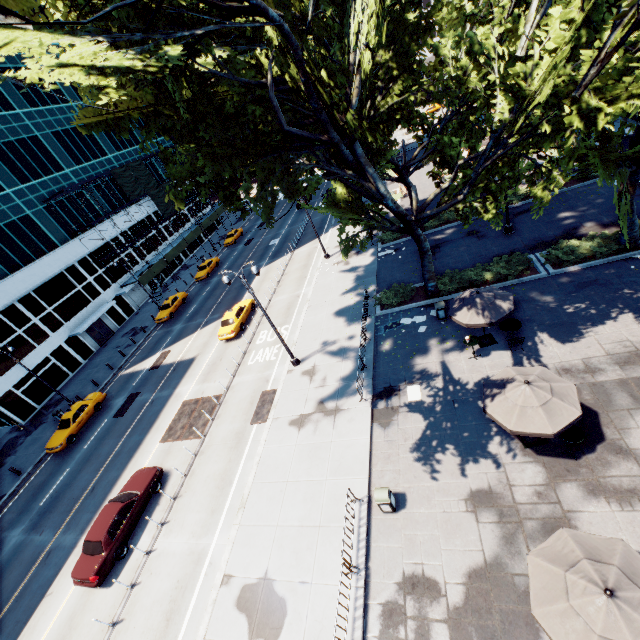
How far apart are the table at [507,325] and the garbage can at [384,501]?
8.9 meters

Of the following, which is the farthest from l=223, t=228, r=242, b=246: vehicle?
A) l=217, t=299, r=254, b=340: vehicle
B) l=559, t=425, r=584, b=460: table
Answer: l=559, t=425, r=584, b=460: table

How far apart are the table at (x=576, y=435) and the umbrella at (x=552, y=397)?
0.8 meters

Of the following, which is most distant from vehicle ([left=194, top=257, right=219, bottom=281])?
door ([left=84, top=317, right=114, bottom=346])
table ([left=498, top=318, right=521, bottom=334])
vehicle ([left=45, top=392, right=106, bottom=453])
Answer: table ([left=498, top=318, right=521, bottom=334])

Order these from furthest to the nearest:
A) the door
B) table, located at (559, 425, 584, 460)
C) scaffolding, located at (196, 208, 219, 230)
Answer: scaffolding, located at (196, 208, 219, 230), the door, table, located at (559, 425, 584, 460)

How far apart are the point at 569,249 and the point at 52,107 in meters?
56.3

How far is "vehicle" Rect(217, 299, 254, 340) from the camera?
26.4 meters

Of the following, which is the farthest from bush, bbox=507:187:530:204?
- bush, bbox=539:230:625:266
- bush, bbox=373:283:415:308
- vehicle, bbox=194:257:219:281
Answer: vehicle, bbox=194:257:219:281
